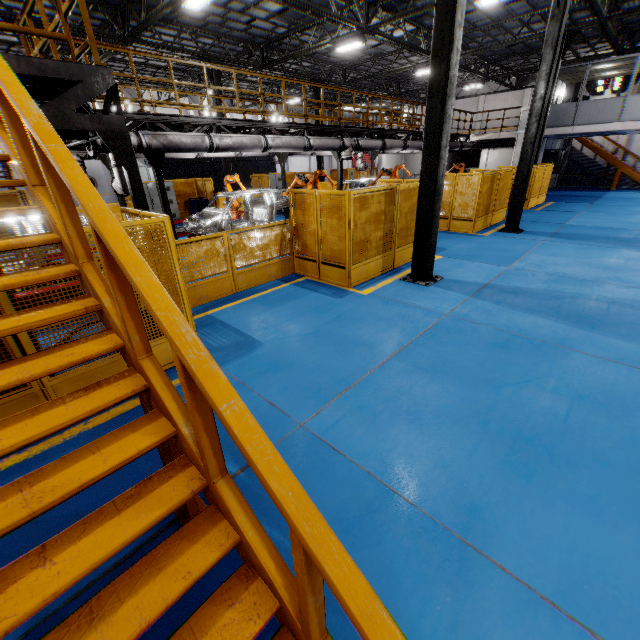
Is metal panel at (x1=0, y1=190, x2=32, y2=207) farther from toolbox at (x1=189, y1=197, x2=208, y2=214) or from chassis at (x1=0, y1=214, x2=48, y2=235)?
chassis at (x1=0, y1=214, x2=48, y2=235)

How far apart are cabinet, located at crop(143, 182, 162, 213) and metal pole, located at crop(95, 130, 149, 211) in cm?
A: 1286

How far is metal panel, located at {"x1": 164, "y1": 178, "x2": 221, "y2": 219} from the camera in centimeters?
1825cm

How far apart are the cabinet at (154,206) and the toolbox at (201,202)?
0.7 meters

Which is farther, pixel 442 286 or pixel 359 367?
pixel 442 286

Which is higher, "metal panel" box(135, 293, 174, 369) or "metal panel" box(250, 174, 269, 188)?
"metal panel" box(250, 174, 269, 188)

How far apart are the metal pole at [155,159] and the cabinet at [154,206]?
8.49m

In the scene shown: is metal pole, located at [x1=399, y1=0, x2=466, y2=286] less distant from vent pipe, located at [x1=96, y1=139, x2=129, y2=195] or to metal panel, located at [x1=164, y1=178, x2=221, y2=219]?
metal panel, located at [x1=164, y1=178, x2=221, y2=219]
